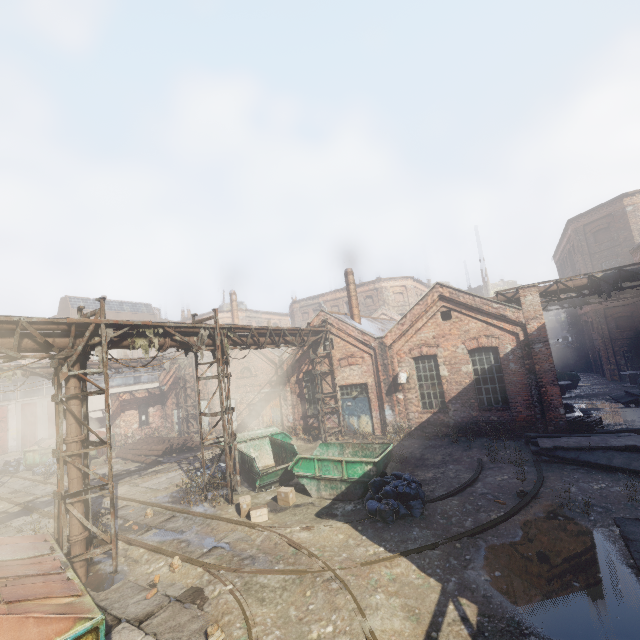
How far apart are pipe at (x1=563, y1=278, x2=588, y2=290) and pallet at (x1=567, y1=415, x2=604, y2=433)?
4.96m

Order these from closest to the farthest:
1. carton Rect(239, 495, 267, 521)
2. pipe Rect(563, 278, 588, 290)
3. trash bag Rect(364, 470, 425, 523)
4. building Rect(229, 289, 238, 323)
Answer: trash bag Rect(364, 470, 425, 523), carton Rect(239, 495, 267, 521), pipe Rect(563, 278, 588, 290), building Rect(229, 289, 238, 323)

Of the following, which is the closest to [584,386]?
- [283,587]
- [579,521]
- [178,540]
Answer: [579,521]

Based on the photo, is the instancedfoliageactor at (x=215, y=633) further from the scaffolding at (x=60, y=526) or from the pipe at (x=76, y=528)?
the pipe at (x=76, y=528)

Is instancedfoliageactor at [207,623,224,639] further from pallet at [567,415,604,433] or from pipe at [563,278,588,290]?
pipe at [563,278,588,290]

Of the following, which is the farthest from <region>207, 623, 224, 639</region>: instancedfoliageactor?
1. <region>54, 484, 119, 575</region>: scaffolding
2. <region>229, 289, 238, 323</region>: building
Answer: <region>229, 289, 238, 323</region>: building

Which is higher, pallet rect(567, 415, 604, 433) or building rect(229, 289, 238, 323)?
building rect(229, 289, 238, 323)

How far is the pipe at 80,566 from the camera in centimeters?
775cm
